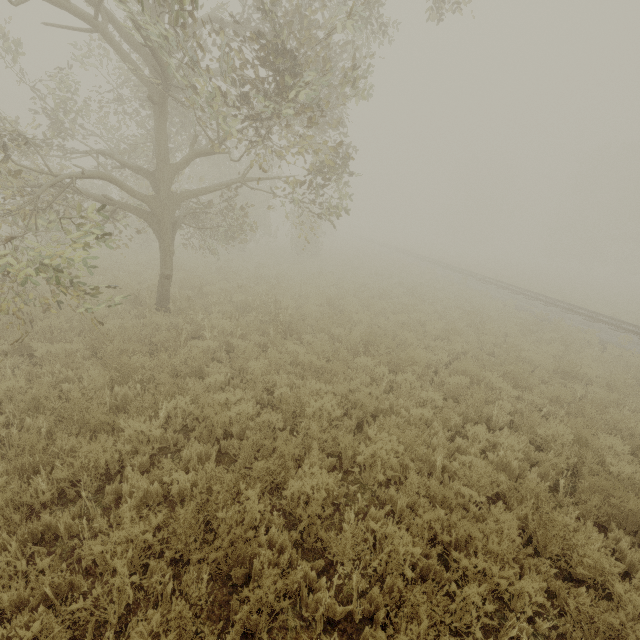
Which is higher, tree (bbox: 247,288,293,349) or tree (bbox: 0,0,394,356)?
tree (bbox: 0,0,394,356)

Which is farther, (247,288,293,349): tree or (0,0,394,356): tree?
(247,288,293,349): tree

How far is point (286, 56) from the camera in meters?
5.5 m

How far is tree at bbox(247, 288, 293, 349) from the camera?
8.65m

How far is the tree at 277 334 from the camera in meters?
8.7 m

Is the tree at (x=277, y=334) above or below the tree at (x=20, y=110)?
below
